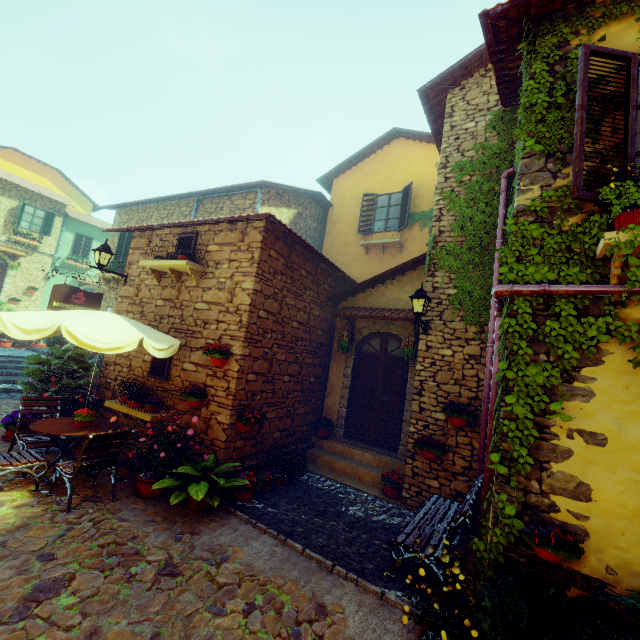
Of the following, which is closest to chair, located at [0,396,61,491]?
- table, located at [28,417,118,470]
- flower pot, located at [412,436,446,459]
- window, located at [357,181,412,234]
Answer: table, located at [28,417,118,470]

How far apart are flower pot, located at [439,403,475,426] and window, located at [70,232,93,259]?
25.8m

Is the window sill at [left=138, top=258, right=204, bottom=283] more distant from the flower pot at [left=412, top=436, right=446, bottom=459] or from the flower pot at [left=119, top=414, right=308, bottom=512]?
the flower pot at [left=412, top=436, right=446, bottom=459]

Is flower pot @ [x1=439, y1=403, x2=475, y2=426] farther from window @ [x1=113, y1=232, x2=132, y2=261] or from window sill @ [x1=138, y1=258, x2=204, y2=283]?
window sill @ [x1=138, y1=258, x2=204, y2=283]

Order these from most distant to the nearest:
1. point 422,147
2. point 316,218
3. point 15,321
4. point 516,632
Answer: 1. point 316,218
2. point 422,147
3. point 15,321
4. point 516,632

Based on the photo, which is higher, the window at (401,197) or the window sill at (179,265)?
the window at (401,197)

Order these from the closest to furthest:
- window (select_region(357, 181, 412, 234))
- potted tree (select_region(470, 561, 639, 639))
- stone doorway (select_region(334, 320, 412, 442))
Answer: potted tree (select_region(470, 561, 639, 639)) < stone doorway (select_region(334, 320, 412, 442)) < window (select_region(357, 181, 412, 234))

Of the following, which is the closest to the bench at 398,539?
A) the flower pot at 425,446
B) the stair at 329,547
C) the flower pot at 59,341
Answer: the stair at 329,547
